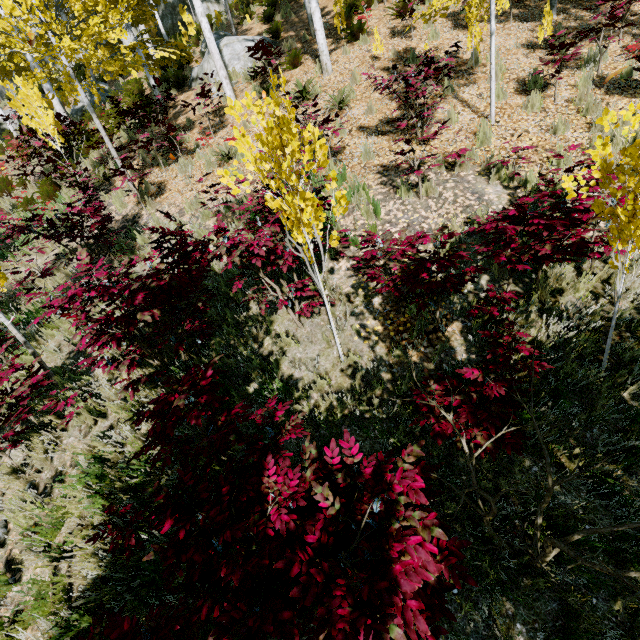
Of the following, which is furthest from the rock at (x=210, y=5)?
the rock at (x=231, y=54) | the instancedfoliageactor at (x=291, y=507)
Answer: the rock at (x=231, y=54)

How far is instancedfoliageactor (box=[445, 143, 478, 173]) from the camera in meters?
5.4

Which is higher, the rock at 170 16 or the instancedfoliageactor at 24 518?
the rock at 170 16

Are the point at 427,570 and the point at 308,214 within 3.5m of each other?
yes

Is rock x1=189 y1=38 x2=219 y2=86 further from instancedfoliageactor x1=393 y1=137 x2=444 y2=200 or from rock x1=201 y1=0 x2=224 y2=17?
rock x1=201 y1=0 x2=224 y2=17

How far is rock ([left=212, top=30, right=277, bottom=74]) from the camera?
11.6 meters

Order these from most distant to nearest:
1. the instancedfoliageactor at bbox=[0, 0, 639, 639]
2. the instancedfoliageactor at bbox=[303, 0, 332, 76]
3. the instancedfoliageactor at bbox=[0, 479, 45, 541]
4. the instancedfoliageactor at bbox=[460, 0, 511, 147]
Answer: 1. the instancedfoliageactor at bbox=[303, 0, 332, 76]
2. the instancedfoliageactor at bbox=[460, 0, 511, 147]
3. the instancedfoliageactor at bbox=[0, 479, 45, 541]
4. the instancedfoliageactor at bbox=[0, 0, 639, 639]
